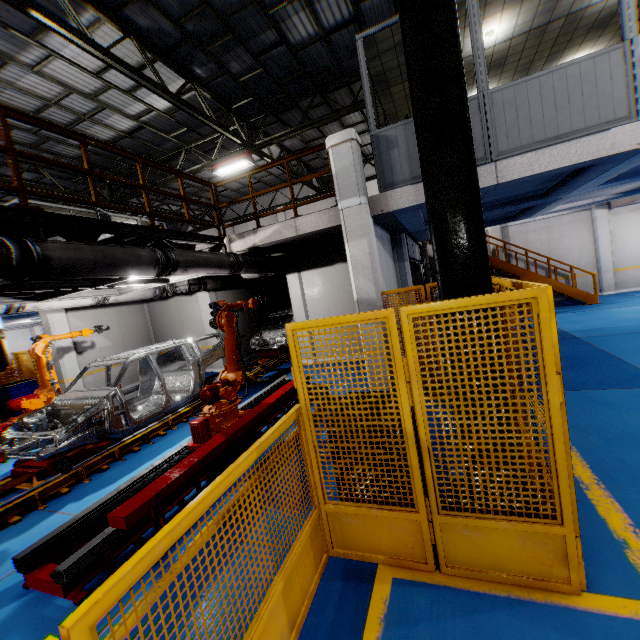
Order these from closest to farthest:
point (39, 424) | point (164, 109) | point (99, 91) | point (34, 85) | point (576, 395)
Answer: point (576, 395) → point (39, 424) → point (34, 85) → point (99, 91) → point (164, 109)

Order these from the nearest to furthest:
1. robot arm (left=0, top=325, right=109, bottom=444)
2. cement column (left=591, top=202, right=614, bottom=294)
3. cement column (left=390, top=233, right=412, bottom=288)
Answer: robot arm (left=0, top=325, right=109, bottom=444) < cement column (left=390, top=233, right=412, bottom=288) < cement column (left=591, top=202, right=614, bottom=294)

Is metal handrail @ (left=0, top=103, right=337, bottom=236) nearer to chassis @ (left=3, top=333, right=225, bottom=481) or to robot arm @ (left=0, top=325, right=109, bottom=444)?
robot arm @ (left=0, top=325, right=109, bottom=444)

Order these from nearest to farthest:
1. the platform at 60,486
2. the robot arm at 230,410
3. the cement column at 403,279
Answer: the platform at 60,486 → the robot arm at 230,410 → the cement column at 403,279

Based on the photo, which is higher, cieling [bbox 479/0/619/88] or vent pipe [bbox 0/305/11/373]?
cieling [bbox 479/0/619/88]

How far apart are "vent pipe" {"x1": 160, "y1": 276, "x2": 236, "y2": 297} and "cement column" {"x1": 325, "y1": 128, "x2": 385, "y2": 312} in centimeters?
634cm

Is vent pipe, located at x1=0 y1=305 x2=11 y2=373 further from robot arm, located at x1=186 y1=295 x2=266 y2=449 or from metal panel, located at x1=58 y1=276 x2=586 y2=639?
metal panel, located at x1=58 y1=276 x2=586 y2=639

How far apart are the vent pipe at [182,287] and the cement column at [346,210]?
6.34m
